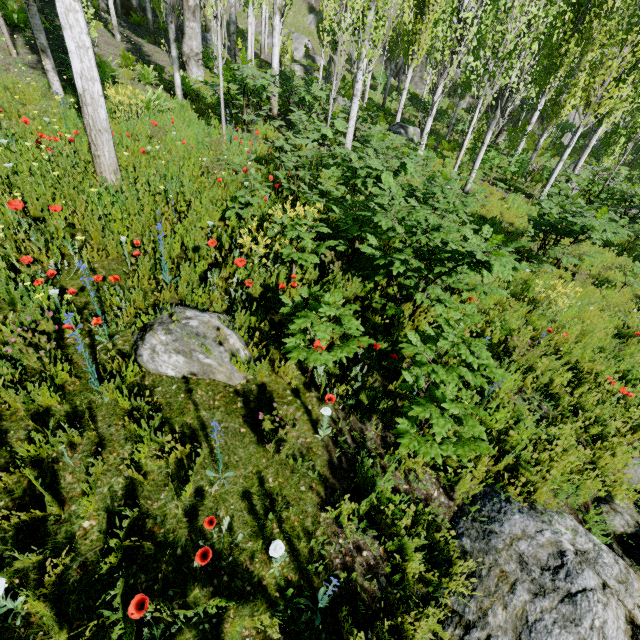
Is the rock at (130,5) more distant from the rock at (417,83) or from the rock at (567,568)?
the rock at (567,568)

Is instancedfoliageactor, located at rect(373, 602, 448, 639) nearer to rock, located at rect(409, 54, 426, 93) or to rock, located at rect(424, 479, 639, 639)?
rock, located at rect(409, 54, 426, 93)

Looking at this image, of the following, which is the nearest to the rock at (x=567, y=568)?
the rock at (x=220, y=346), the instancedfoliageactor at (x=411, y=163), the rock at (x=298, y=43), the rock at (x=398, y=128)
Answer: the rock at (x=220, y=346)

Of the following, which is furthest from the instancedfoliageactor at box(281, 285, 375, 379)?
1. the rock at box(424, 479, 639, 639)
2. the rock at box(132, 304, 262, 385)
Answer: the rock at box(424, 479, 639, 639)

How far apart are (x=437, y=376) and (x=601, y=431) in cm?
308

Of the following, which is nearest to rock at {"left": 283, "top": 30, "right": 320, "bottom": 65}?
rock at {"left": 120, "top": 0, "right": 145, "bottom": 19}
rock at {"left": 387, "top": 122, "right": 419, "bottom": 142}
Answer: rock at {"left": 120, "top": 0, "right": 145, "bottom": 19}

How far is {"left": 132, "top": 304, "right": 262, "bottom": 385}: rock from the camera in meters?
3.1 m

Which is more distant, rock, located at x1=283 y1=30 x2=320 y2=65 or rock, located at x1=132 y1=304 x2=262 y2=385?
rock, located at x1=283 y1=30 x2=320 y2=65
